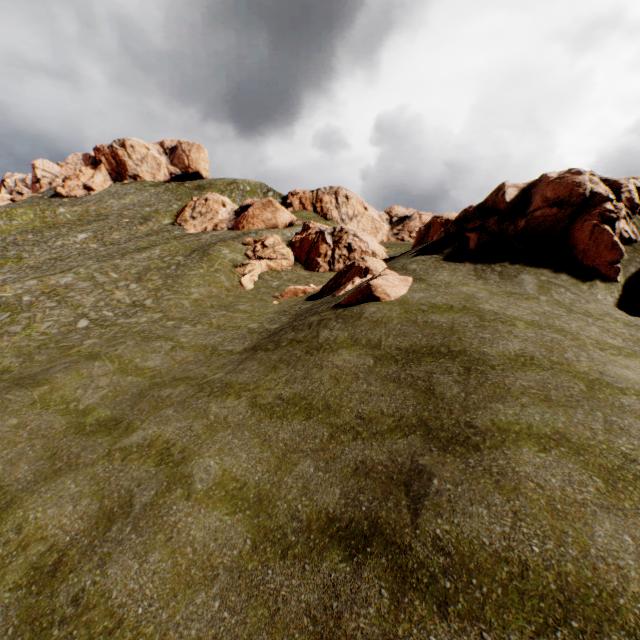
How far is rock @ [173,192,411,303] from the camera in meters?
17.1

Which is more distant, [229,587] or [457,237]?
[457,237]

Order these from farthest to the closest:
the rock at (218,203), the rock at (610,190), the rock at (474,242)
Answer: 1. the rock at (474,242)
2. the rock at (218,203)
3. the rock at (610,190)

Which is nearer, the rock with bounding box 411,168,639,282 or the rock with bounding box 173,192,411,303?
the rock with bounding box 411,168,639,282

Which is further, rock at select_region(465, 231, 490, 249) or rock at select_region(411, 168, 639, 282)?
rock at select_region(465, 231, 490, 249)

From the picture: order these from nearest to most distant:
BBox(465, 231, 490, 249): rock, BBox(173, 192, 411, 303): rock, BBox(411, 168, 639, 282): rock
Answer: BBox(411, 168, 639, 282): rock, BBox(173, 192, 411, 303): rock, BBox(465, 231, 490, 249): rock

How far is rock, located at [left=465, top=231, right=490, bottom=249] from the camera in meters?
19.1

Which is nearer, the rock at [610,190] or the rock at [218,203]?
the rock at [610,190]
